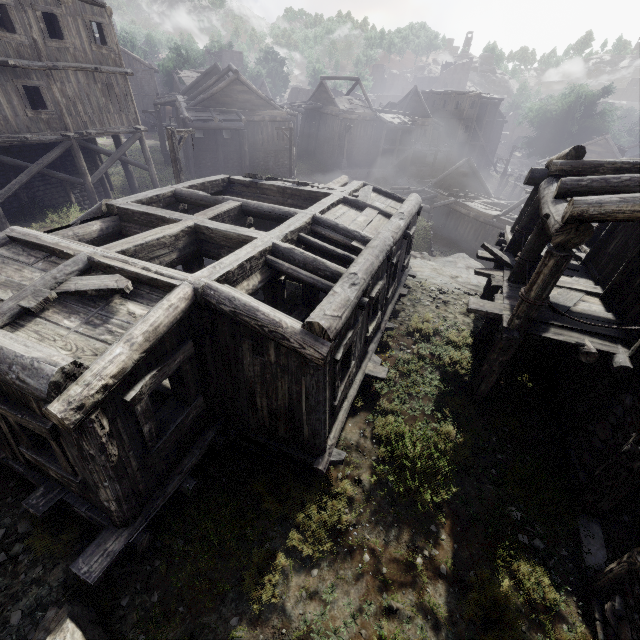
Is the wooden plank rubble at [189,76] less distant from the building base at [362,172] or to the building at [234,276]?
the building base at [362,172]

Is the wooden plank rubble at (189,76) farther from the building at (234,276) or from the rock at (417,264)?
the building at (234,276)

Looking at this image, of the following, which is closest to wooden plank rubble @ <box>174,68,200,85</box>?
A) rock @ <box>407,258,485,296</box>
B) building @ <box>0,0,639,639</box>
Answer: rock @ <box>407,258,485,296</box>

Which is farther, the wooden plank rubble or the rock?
the wooden plank rubble

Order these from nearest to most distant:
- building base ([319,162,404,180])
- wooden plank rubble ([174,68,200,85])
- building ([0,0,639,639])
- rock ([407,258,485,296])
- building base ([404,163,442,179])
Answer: building ([0,0,639,639]), rock ([407,258,485,296]), building base ([319,162,404,180]), building base ([404,163,442,179]), wooden plank rubble ([174,68,200,85])

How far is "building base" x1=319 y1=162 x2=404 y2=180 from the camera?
38.5 meters

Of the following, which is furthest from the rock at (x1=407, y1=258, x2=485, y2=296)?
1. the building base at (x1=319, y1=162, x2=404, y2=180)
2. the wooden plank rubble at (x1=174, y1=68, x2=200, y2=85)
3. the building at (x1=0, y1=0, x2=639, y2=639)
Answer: the wooden plank rubble at (x1=174, y1=68, x2=200, y2=85)

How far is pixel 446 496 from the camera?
5.9m
